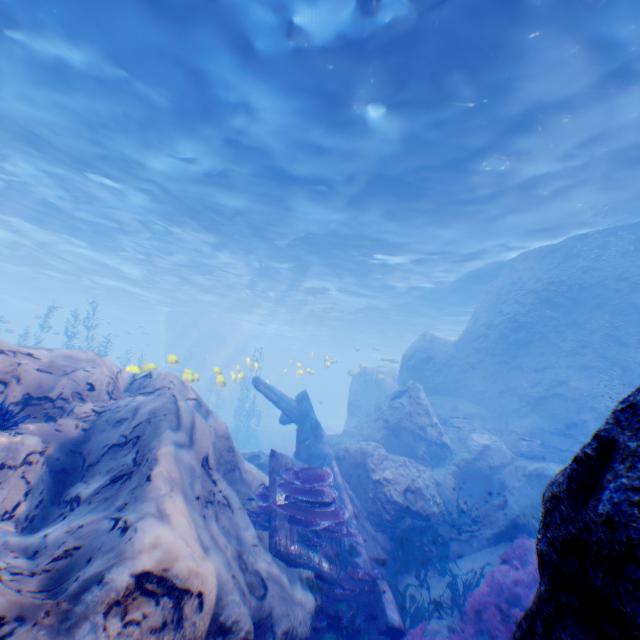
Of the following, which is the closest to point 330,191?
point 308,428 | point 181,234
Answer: point 308,428

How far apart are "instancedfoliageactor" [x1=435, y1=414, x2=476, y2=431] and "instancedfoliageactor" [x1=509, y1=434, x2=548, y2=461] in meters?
1.3

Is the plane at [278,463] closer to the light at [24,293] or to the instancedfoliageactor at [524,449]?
the light at [24,293]

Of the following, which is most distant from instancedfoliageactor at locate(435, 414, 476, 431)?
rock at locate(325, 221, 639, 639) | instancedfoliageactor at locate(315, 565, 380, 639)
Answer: instancedfoliageactor at locate(315, 565, 380, 639)

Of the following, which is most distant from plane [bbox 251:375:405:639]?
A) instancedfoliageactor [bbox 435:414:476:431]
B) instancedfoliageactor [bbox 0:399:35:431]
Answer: instancedfoliageactor [bbox 435:414:476:431]

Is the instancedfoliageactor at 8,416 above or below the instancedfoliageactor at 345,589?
above

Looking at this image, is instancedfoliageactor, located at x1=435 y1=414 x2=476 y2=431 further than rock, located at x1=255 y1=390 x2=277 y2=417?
No

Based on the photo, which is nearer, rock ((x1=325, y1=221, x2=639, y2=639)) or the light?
rock ((x1=325, y1=221, x2=639, y2=639))
